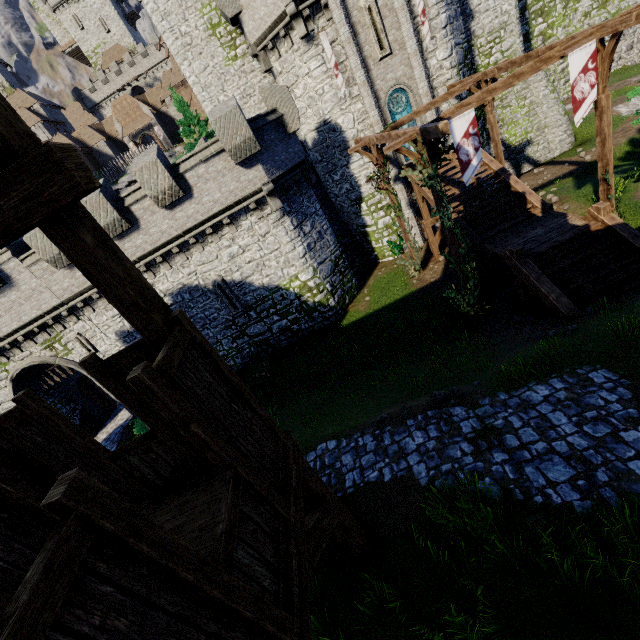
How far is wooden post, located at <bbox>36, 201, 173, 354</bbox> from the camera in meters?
2.6

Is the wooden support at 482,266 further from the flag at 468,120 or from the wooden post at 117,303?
the wooden post at 117,303

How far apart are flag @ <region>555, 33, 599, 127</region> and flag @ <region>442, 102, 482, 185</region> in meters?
2.8

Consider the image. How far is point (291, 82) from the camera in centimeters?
1809cm

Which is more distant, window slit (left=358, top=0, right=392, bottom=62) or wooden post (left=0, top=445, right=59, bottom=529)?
window slit (left=358, top=0, right=392, bottom=62)

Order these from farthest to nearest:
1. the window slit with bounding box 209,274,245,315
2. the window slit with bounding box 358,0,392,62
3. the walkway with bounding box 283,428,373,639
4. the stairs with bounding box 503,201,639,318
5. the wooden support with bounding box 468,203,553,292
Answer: the window slit with bounding box 209,274,245,315 < the window slit with bounding box 358,0,392,62 < the wooden support with bounding box 468,203,553,292 < the stairs with bounding box 503,201,639,318 < the walkway with bounding box 283,428,373,639

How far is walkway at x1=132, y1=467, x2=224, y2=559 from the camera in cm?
368

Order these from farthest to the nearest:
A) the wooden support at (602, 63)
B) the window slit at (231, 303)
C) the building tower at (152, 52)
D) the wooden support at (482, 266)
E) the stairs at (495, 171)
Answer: the building tower at (152, 52) → the window slit at (231, 303) → the stairs at (495, 171) → the wooden support at (482, 266) → the wooden support at (602, 63)
